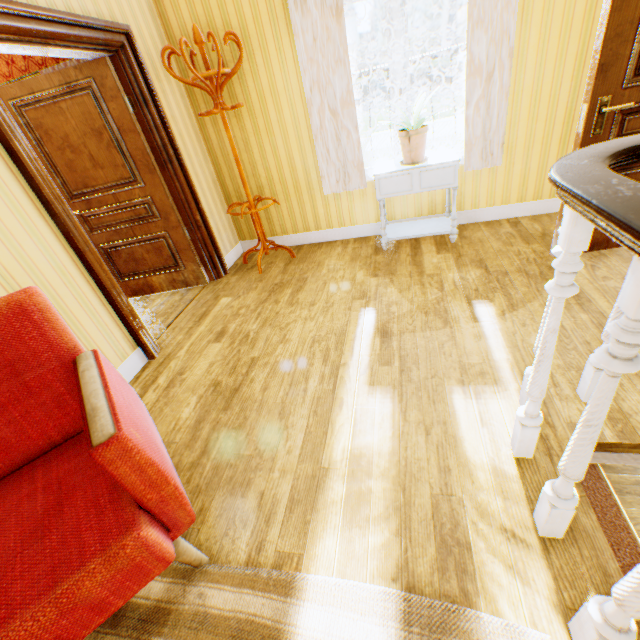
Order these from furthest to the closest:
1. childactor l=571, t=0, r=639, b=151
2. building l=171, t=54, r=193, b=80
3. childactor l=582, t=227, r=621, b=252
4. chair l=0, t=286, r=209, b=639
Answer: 1. building l=171, t=54, r=193, b=80
2. childactor l=582, t=227, r=621, b=252
3. childactor l=571, t=0, r=639, b=151
4. chair l=0, t=286, r=209, b=639

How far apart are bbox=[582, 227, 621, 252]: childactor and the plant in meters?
0.9 m

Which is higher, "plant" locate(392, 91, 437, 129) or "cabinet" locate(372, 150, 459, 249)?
"plant" locate(392, 91, 437, 129)

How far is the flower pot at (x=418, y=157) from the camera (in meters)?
2.98

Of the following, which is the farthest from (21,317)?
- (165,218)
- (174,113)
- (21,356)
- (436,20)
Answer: (436,20)

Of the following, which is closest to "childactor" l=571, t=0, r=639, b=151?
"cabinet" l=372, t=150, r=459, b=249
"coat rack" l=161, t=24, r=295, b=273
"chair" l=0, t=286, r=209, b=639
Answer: "cabinet" l=372, t=150, r=459, b=249

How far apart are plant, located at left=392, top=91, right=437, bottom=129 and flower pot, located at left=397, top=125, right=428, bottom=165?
0.1 meters

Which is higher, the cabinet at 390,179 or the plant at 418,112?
the plant at 418,112
